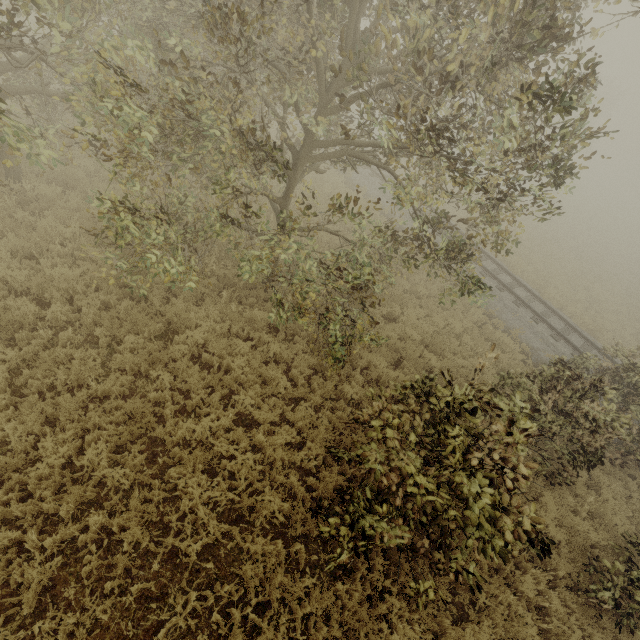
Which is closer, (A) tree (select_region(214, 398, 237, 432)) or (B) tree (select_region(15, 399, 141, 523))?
(B) tree (select_region(15, 399, 141, 523))

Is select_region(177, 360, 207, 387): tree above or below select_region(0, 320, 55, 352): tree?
above

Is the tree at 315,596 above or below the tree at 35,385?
below

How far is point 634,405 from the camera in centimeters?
907cm

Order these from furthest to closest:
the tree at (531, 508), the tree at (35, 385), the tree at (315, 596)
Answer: the tree at (35, 385), the tree at (315, 596), the tree at (531, 508)
